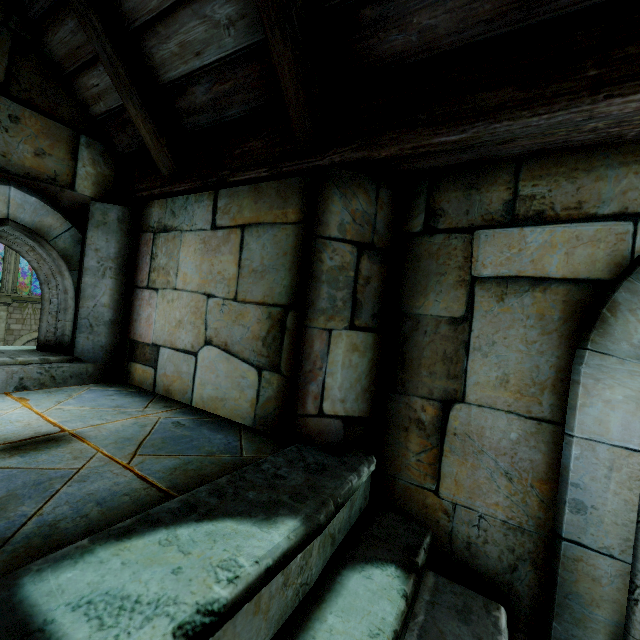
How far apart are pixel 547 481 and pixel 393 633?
0.89m
